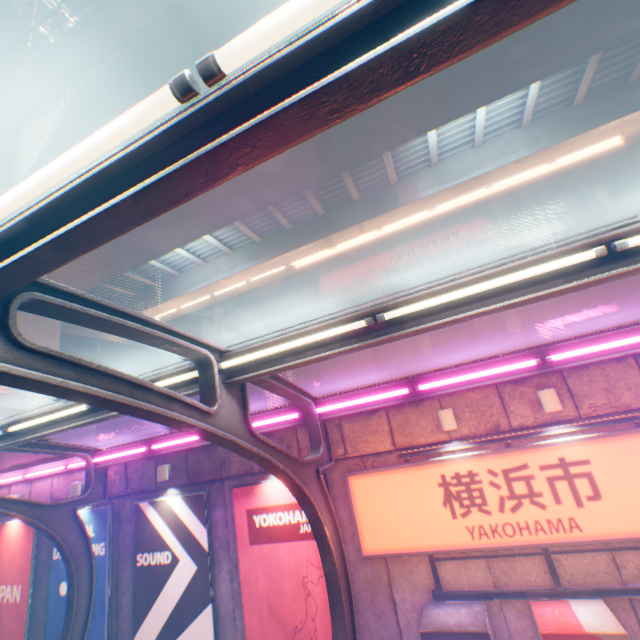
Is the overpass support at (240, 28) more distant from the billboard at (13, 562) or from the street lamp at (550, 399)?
the billboard at (13, 562)

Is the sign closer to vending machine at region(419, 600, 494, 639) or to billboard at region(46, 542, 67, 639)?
vending machine at region(419, 600, 494, 639)

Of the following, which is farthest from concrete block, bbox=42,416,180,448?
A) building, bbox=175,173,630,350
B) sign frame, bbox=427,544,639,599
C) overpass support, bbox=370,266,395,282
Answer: overpass support, bbox=370,266,395,282

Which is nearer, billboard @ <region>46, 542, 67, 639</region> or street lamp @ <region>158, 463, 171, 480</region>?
street lamp @ <region>158, 463, 171, 480</region>

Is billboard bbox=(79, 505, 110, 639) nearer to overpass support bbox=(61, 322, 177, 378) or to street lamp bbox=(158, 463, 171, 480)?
street lamp bbox=(158, 463, 171, 480)

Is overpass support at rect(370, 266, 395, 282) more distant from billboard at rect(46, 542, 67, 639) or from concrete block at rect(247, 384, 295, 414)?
billboard at rect(46, 542, 67, 639)

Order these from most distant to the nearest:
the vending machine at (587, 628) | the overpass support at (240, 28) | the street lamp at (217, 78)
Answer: the overpass support at (240, 28) → the vending machine at (587, 628) → the street lamp at (217, 78)

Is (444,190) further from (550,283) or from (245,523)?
(245,523)
